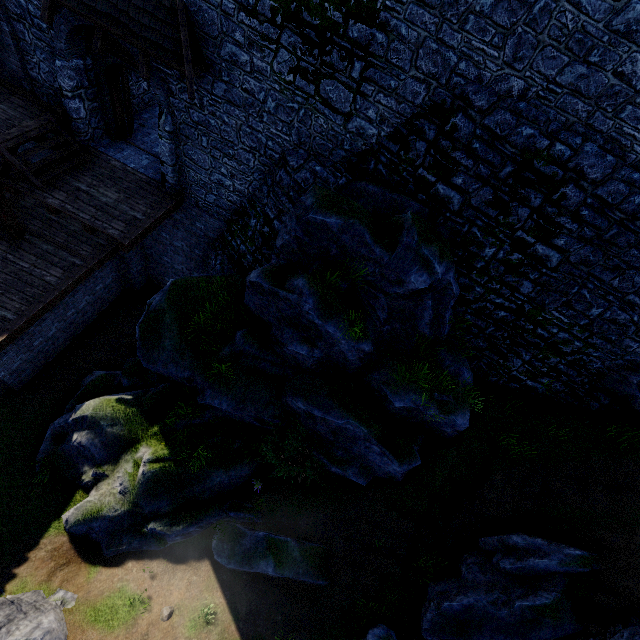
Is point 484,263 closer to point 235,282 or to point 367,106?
point 367,106

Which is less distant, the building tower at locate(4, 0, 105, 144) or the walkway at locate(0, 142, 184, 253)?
the building tower at locate(4, 0, 105, 144)

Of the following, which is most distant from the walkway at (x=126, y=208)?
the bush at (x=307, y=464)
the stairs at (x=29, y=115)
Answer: the bush at (x=307, y=464)

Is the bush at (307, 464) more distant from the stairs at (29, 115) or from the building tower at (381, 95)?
the stairs at (29, 115)

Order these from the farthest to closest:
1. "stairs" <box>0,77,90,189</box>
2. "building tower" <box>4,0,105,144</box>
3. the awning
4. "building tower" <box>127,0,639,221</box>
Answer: "stairs" <box>0,77,90,189</box>
"building tower" <box>4,0,105,144</box>
the awning
"building tower" <box>127,0,639,221</box>

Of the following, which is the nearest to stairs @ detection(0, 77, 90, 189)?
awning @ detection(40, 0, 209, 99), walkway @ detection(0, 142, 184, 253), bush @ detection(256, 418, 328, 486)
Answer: walkway @ detection(0, 142, 184, 253)

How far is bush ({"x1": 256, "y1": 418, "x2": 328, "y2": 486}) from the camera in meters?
9.4

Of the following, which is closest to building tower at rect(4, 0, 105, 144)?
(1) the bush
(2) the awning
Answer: (2) the awning
